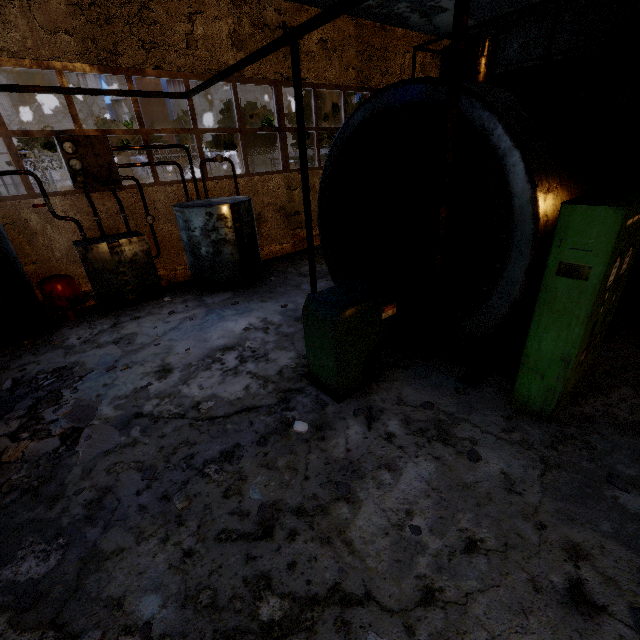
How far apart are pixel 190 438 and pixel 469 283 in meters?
3.9

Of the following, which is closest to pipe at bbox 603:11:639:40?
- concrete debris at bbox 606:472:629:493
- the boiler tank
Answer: concrete debris at bbox 606:472:629:493

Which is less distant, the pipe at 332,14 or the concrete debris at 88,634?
the concrete debris at 88,634

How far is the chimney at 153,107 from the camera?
59.12m

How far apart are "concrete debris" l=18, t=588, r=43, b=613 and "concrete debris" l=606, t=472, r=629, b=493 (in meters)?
5.13

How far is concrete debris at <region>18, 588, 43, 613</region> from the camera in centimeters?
248cm

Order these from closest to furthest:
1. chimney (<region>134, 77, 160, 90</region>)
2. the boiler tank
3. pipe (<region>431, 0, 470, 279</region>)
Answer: pipe (<region>431, 0, 470, 279</region>) → the boiler tank → chimney (<region>134, 77, 160, 90</region>)

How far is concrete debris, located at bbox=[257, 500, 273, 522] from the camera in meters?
3.0
